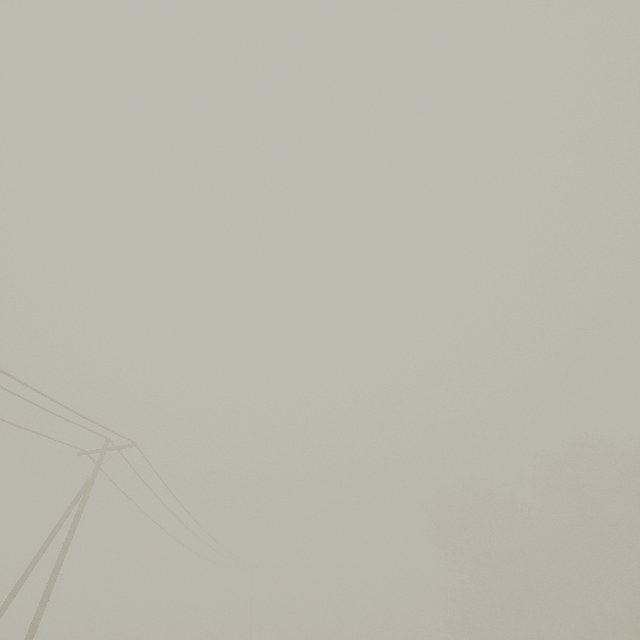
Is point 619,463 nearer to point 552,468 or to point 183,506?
point 552,468
